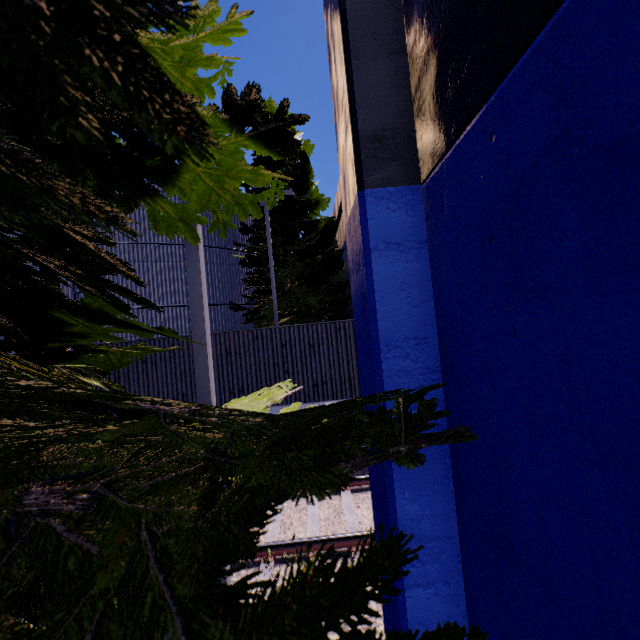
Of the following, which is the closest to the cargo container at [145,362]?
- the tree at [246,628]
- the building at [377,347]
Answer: the building at [377,347]

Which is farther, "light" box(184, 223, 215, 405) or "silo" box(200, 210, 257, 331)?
"silo" box(200, 210, 257, 331)

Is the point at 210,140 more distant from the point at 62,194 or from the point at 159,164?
the point at 159,164

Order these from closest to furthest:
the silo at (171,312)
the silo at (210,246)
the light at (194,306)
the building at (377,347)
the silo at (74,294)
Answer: the building at (377,347) < the light at (194,306) < the silo at (74,294) < the silo at (171,312) < the silo at (210,246)

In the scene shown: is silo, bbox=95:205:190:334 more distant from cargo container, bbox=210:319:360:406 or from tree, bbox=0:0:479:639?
cargo container, bbox=210:319:360:406

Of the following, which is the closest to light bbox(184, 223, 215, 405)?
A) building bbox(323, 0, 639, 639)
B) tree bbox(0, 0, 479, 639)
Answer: tree bbox(0, 0, 479, 639)

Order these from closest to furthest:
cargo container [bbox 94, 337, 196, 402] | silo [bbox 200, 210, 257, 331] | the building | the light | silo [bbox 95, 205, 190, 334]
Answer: the building, the light, cargo container [bbox 94, 337, 196, 402], silo [bbox 95, 205, 190, 334], silo [bbox 200, 210, 257, 331]

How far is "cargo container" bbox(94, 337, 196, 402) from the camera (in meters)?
9.59
